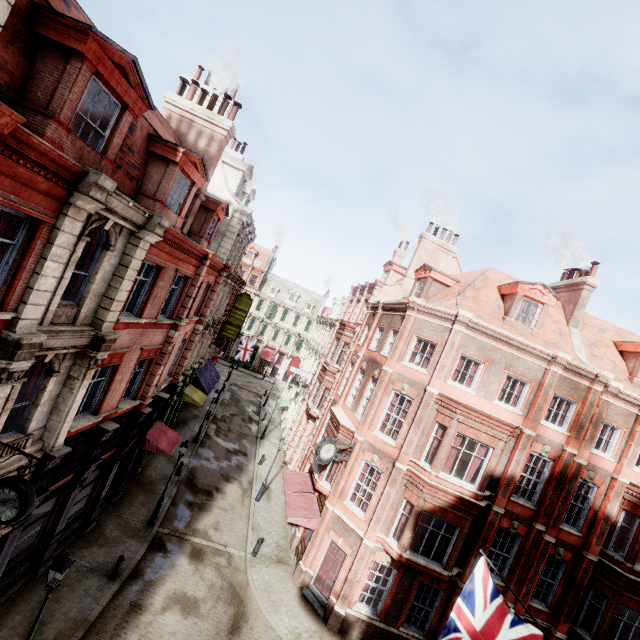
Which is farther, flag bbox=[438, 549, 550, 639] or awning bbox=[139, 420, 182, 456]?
awning bbox=[139, 420, 182, 456]

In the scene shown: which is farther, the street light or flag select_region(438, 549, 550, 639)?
the street light

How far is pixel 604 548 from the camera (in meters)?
15.60

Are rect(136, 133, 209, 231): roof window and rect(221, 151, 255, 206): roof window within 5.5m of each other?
no

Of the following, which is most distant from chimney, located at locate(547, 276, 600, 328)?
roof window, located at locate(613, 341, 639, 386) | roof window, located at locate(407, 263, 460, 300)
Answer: roof window, located at locate(407, 263, 460, 300)

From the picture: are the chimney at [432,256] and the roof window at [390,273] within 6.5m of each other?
yes

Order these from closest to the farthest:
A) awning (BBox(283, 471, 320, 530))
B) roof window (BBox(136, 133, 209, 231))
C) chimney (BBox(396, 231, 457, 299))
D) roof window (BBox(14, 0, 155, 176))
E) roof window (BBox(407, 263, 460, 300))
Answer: roof window (BBox(14, 0, 155, 176)) < roof window (BBox(136, 133, 209, 231)) < awning (BBox(283, 471, 320, 530)) < roof window (BBox(407, 263, 460, 300)) < chimney (BBox(396, 231, 457, 299))

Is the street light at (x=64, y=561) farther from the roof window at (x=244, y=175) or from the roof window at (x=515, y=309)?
the roof window at (x=515, y=309)
